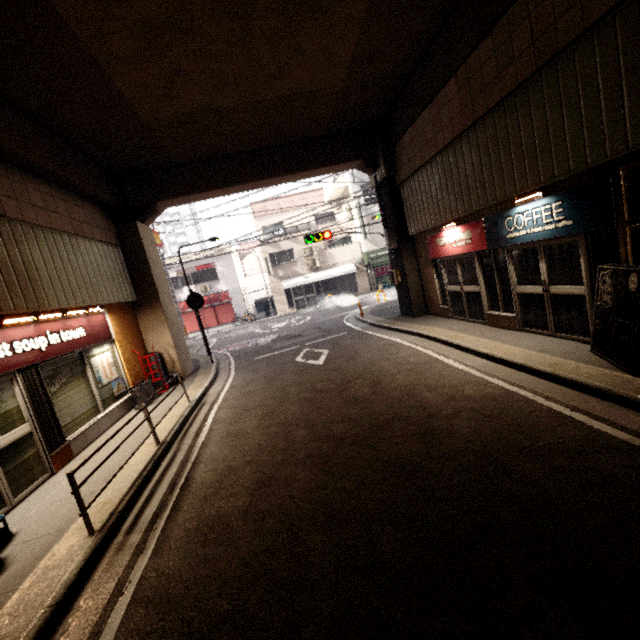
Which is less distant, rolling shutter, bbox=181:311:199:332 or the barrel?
the barrel

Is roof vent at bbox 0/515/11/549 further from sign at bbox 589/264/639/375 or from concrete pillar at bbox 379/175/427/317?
sign at bbox 589/264/639/375

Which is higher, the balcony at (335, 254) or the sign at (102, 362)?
the balcony at (335, 254)

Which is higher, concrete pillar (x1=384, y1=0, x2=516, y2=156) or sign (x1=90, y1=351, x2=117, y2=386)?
concrete pillar (x1=384, y1=0, x2=516, y2=156)

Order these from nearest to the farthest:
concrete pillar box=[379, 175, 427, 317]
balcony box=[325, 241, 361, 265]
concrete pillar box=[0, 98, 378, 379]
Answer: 1. concrete pillar box=[0, 98, 378, 379]
2. concrete pillar box=[379, 175, 427, 317]
3. balcony box=[325, 241, 361, 265]

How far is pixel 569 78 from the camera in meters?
4.9 m

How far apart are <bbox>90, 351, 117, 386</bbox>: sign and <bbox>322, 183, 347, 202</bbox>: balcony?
21.2 meters

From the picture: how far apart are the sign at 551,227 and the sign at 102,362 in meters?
10.1 m
